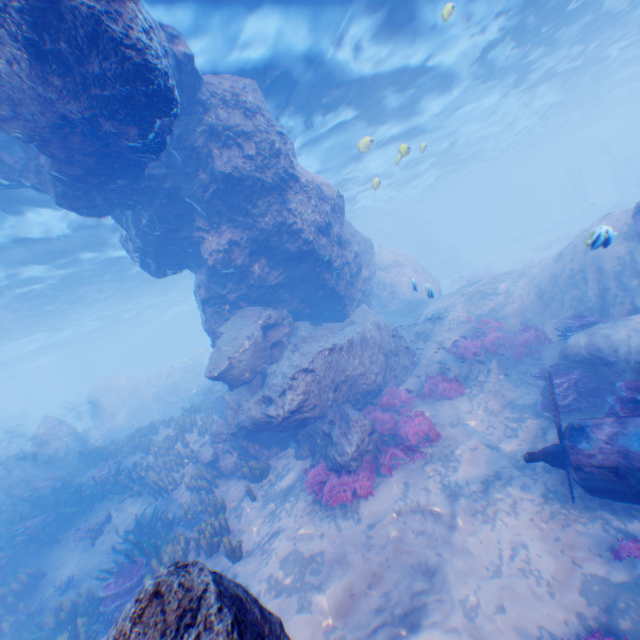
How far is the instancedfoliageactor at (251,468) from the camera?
10.5m

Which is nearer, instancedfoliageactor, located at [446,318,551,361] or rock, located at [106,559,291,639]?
rock, located at [106,559,291,639]

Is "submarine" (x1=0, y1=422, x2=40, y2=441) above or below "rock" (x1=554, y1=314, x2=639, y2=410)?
above

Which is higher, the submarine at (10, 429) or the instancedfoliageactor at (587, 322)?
the submarine at (10, 429)

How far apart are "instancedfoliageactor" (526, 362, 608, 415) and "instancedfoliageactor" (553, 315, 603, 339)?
1.3 meters

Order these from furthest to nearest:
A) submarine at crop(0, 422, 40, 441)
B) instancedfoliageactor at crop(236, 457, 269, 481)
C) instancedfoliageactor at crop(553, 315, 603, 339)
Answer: submarine at crop(0, 422, 40, 441) → instancedfoliageactor at crop(236, 457, 269, 481) → instancedfoliageactor at crop(553, 315, 603, 339)

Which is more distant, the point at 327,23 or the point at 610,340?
the point at 327,23
